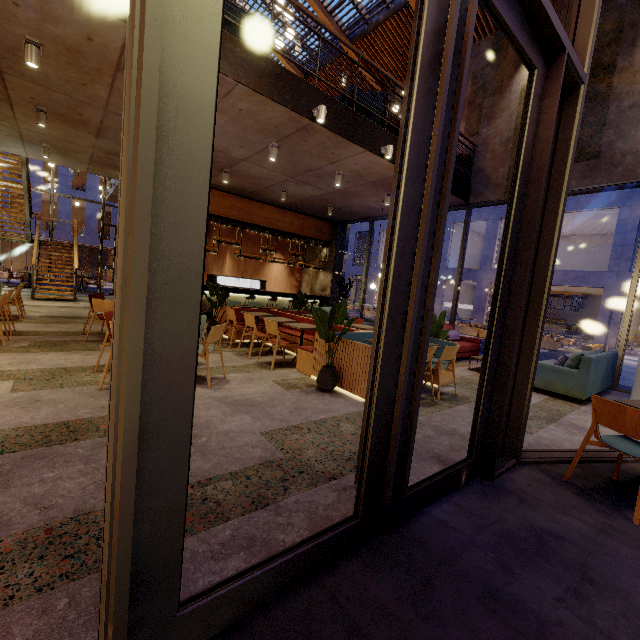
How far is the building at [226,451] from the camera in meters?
1.9

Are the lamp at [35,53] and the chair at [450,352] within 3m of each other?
no

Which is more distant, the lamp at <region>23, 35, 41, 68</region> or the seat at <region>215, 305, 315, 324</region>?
the seat at <region>215, 305, 315, 324</region>

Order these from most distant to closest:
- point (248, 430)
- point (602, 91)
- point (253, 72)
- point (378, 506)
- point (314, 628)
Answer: point (602, 91) → point (253, 72) → point (248, 430) → point (378, 506) → point (314, 628)

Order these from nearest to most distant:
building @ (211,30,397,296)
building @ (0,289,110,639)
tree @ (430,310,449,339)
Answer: building @ (0,289,110,639)
building @ (211,30,397,296)
tree @ (430,310,449,339)

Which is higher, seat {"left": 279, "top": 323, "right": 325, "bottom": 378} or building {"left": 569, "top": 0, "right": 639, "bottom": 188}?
building {"left": 569, "top": 0, "right": 639, "bottom": 188}

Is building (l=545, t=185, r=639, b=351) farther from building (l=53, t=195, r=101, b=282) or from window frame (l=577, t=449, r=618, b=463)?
window frame (l=577, t=449, r=618, b=463)

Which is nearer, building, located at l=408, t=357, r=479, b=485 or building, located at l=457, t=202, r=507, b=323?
building, located at l=408, t=357, r=479, b=485
